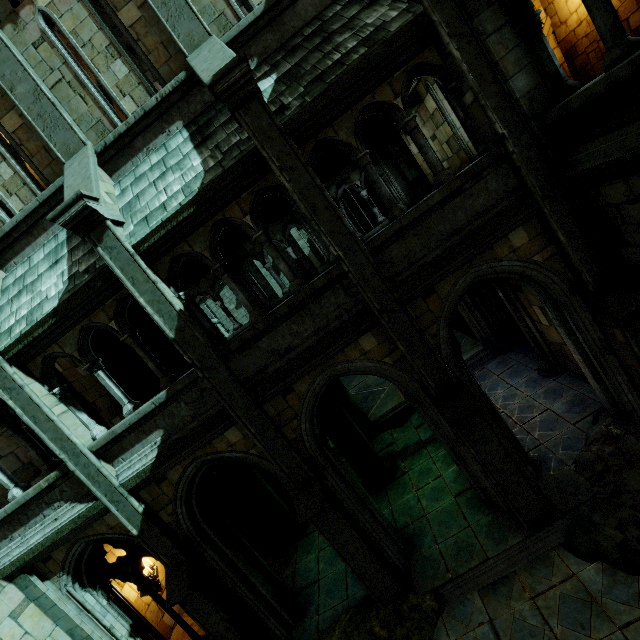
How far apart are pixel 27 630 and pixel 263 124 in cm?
1076

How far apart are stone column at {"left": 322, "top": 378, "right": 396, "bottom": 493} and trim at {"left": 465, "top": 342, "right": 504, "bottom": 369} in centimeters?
371cm

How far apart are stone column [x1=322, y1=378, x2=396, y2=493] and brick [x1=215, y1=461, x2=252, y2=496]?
2.6 meters

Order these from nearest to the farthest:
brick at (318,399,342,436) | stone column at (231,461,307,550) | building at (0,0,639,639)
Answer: building at (0,0,639,639)
brick at (318,399,342,436)
stone column at (231,461,307,550)

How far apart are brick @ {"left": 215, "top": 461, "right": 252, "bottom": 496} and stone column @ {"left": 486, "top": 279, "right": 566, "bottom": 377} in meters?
8.9

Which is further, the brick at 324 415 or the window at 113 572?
the brick at 324 415

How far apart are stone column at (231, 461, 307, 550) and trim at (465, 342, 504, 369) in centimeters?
664cm

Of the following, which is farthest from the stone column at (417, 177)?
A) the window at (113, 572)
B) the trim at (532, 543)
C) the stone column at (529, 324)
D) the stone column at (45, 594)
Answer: the stone column at (45, 594)
